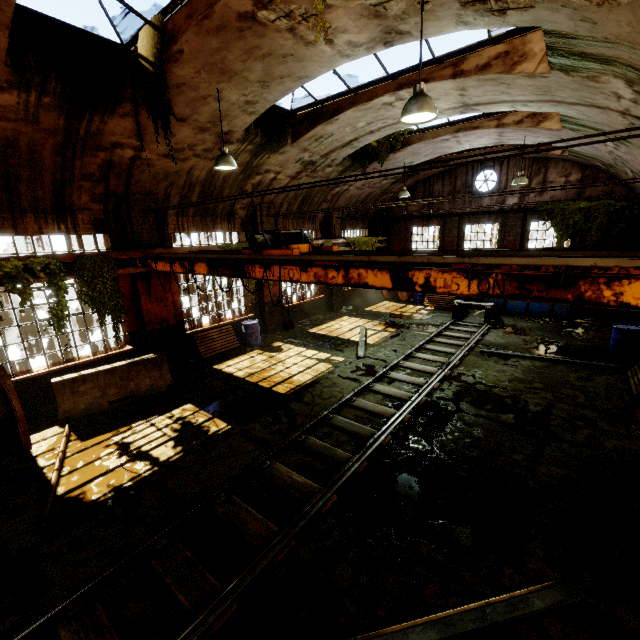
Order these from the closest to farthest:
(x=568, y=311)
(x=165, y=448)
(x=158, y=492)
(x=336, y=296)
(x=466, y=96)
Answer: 1. (x=158, y=492)
2. (x=165, y=448)
3. (x=466, y=96)
4. (x=568, y=311)
5. (x=336, y=296)

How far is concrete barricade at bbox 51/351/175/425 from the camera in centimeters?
786cm

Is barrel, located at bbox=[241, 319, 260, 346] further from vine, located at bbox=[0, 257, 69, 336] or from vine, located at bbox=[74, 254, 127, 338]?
vine, located at bbox=[0, 257, 69, 336]

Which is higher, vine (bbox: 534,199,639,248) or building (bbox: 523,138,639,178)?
building (bbox: 523,138,639,178)

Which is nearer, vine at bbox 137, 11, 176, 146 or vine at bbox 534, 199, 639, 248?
vine at bbox 137, 11, 176, 146

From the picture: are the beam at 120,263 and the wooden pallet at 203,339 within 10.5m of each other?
yes

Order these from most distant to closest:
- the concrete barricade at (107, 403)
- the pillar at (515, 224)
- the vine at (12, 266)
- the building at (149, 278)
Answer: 1. the pillar at (515, 224)
2. the building at (149, 278)
3. the concrete barricade at (107, 403)
4. the vine at (12, 266)

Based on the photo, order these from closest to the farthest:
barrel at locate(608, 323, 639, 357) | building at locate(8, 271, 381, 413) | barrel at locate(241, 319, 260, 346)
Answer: building at locate(8, 271, 381, 413), barrel at locate(608, 323, 639, 357), barrel at locate(241, 319, 260, 346)
